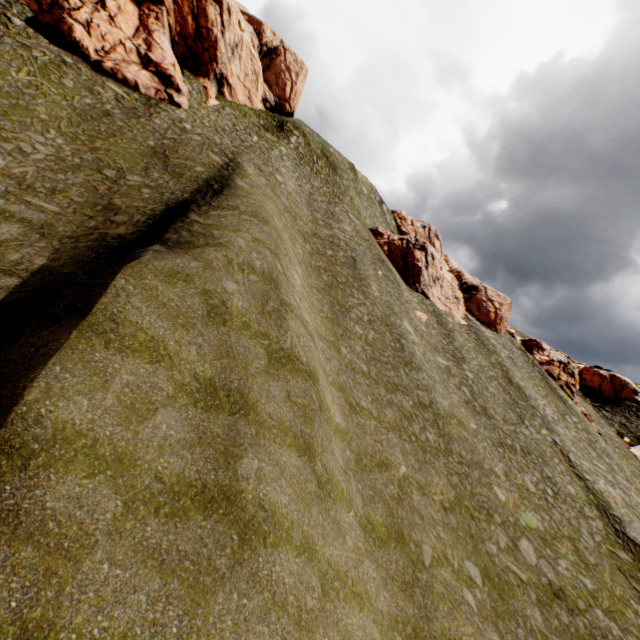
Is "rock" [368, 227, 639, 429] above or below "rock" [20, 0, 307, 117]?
below

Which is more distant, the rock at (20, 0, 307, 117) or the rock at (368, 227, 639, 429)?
the rock at (368, 227, 639, 429)

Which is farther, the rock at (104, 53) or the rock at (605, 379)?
the rock at (605, 379)

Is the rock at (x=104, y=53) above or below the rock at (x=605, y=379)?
above

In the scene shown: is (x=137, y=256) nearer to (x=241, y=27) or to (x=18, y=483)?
(x=18, y=483)
